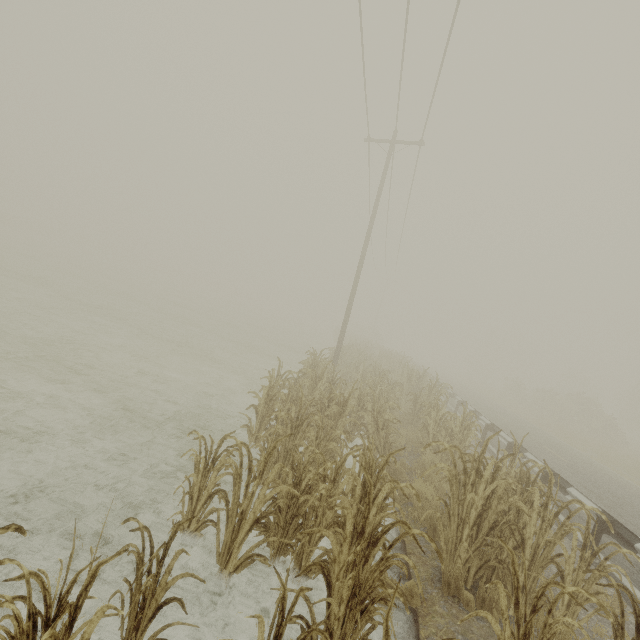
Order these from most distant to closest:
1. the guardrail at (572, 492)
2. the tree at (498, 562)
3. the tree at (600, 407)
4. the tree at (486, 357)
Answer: the tree at (486, 357), the tree at (600, 407), the guardrail at (572, 492), the tree at (498, 562)

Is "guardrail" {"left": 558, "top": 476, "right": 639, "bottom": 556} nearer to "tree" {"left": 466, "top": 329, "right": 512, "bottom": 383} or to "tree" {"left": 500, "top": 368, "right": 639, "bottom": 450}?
"tree" {"left": 500, "top": 368, "right": 639, "bottom": 450}

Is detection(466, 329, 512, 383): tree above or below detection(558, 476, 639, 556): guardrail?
above

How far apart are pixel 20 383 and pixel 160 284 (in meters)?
42.10

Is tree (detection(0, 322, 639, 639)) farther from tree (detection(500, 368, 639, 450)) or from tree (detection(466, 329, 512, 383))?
tree (detection(466, 329, 512, 383))

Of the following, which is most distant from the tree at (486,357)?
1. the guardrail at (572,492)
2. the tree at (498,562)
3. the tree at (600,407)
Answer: the tree at (498,562)

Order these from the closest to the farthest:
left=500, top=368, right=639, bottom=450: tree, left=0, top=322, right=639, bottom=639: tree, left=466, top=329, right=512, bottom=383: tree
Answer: left=0, top=322, right=639, bottom=639: tree → left=500, top=368, right=639, bottom=450: tree → left=466, top=329, right=512, bottom=383: tree

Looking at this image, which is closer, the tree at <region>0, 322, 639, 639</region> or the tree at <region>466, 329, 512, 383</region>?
the tree at <region>0, 322, 639, 639</region>
